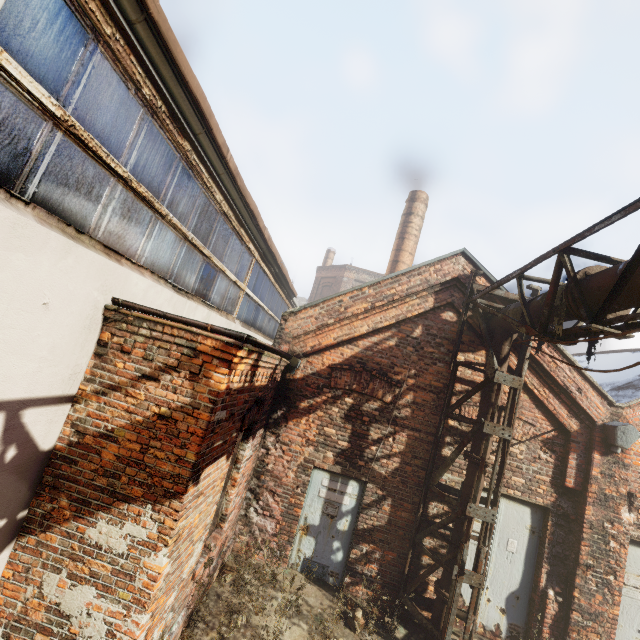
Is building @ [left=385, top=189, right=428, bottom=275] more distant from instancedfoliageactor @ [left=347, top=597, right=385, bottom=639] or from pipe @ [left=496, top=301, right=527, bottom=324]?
instancedfoliageactor @ [left=347, top=597, right=385, bottom=639]

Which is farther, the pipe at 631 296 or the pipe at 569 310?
the pipe at 569 310

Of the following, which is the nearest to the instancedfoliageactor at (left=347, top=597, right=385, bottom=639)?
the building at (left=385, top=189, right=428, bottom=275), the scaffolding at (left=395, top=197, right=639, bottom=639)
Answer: the scaffolding at (left=395, top=197, right=639, bottom=639)

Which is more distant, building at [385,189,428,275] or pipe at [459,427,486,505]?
building at [385,189,428,275]

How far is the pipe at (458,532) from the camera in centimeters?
565cm

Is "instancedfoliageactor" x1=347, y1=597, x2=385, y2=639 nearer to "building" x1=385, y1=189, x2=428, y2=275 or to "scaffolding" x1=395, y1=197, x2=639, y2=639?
"scaffolding" x1=395, y1=197, x2=639, y2=639

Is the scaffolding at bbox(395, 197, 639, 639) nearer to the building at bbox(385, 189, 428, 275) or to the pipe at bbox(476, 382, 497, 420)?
the pipe at bbox(476, 382, 497, 420)

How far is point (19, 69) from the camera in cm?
222
